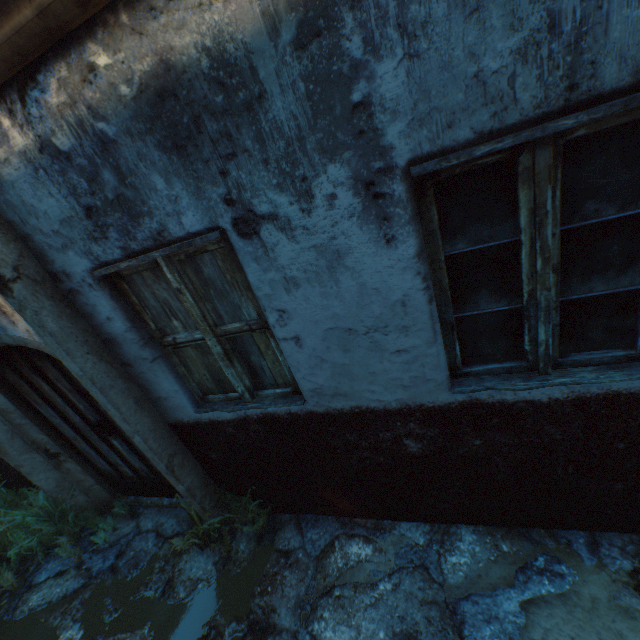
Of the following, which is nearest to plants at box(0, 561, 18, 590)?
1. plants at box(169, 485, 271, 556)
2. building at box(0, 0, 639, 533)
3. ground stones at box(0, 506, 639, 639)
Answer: ground stones at box(0, 506, 639, 639)

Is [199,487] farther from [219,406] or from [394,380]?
[394,380]

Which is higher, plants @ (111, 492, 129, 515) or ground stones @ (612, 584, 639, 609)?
plants @ (111, 492, 129, 515)

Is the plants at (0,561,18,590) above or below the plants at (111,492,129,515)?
above

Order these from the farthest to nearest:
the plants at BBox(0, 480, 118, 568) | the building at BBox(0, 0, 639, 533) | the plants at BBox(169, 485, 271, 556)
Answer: the plants at BBox(0, 480, 118, 568)
the plants at BBox(169, 485, 271, 556)
the building at BBox(0, 0, 639, 533)

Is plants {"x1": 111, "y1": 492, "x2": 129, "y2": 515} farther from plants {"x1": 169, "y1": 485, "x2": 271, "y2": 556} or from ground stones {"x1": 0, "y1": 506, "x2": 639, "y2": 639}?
plants {"x1": 169, "y1": 485, "x2": 271, "y2": 556}

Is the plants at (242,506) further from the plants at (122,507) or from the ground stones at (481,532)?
the plants at (122,507)

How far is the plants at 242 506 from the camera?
3.04m
